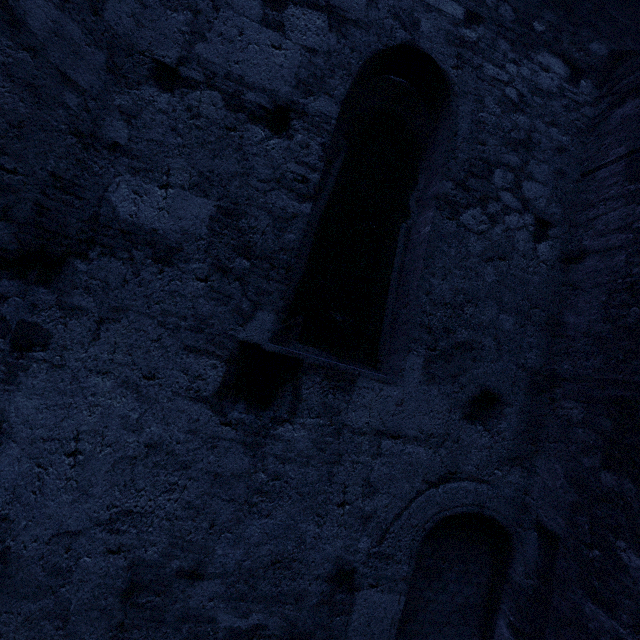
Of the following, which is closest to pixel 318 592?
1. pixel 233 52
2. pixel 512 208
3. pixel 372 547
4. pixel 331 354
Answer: pixel 372 547
